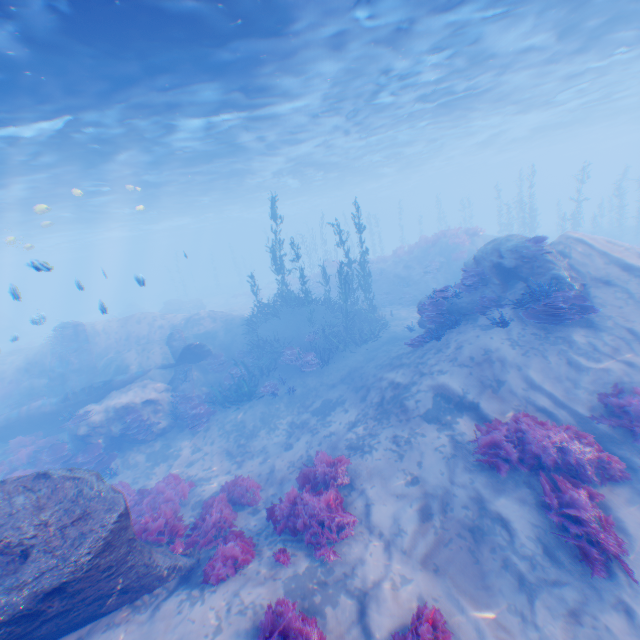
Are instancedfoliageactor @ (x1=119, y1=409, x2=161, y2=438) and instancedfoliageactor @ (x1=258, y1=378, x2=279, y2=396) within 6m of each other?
yes

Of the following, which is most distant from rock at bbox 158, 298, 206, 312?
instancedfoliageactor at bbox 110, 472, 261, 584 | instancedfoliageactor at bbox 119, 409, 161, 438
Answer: instancedfoliageactor at bbox 110, 472, 261, 584

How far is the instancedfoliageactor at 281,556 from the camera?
6.4m

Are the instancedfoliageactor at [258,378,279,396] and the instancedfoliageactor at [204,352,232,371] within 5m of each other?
yes

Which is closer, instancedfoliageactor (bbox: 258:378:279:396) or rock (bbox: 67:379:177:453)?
rock (bbox: 67:379:177:453)

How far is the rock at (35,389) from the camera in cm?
1899

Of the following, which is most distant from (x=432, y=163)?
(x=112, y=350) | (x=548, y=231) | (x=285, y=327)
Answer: (x=112, y=350)

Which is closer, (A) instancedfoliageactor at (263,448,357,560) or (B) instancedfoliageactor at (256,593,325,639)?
(B) instancedfoliageactor at (256,593,325,639)
